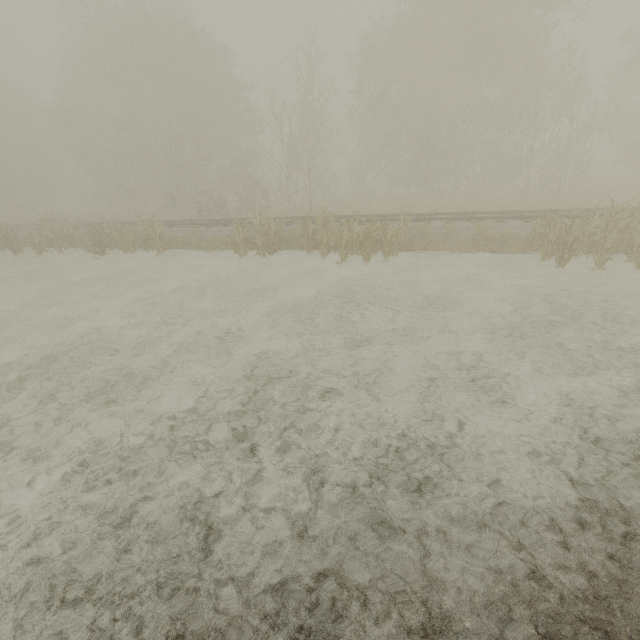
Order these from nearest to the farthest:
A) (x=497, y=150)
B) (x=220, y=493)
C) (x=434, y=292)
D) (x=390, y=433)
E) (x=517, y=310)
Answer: (x=220, y=493)
(x=390, y=433)
(x=517, y=310)
(x=434, y=292)
(x=497, y=150)
